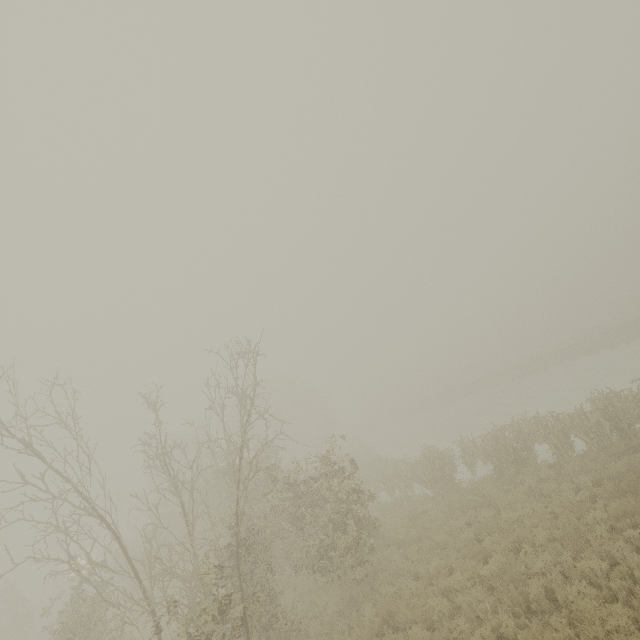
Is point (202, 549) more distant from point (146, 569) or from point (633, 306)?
point (633, 306)

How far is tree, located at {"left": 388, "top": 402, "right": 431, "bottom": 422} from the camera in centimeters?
5038cm

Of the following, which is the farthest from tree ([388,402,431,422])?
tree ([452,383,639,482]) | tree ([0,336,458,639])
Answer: tree ([452,383,639,482])

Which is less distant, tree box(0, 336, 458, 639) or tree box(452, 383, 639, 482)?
tree box(0, 336, 458, 639)

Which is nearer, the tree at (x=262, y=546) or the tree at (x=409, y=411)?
the tree at (x=262, y=546)

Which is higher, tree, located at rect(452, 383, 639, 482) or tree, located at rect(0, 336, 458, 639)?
tree, located at rect(0, 336, 458, 639)

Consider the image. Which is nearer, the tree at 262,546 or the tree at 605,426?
the tree at 262,546

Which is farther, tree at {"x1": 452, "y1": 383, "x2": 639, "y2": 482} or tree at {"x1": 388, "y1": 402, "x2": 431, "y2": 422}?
tree at {"x1": 388, "y1": 402, "x2": 431, "y2": 422}
